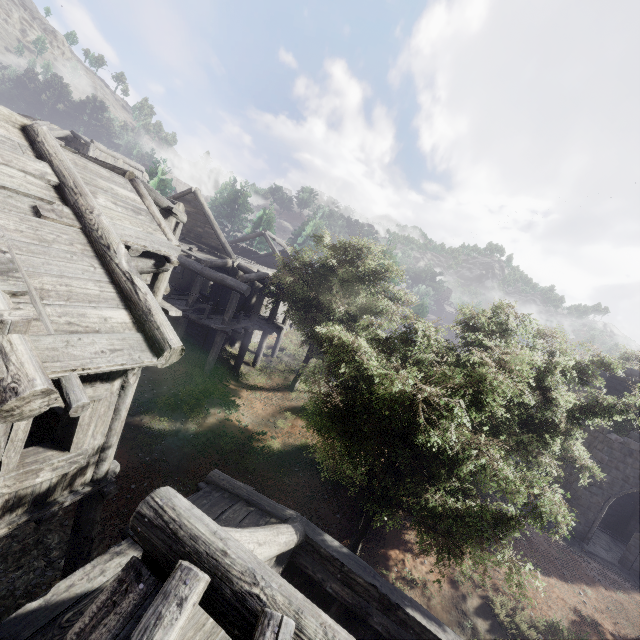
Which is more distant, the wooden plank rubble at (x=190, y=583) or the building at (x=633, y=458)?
the building at (x=633, y=458)

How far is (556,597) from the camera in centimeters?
1100cm

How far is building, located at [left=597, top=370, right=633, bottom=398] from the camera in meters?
19.4 m

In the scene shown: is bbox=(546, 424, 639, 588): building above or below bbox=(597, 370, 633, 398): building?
below

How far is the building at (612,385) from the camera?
19.4m

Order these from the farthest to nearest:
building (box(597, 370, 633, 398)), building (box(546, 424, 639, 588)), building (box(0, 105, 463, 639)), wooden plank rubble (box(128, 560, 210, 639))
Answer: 1. building (box(597, 370, 633, 398))
2. building (box(546, 424, 639, 588))
3. building (box(0, 105, 463, 639))
4. wooden plank rubble (box(128, 560, 210, 639))

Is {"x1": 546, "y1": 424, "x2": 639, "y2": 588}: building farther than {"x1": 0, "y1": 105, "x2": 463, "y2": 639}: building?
Yes
